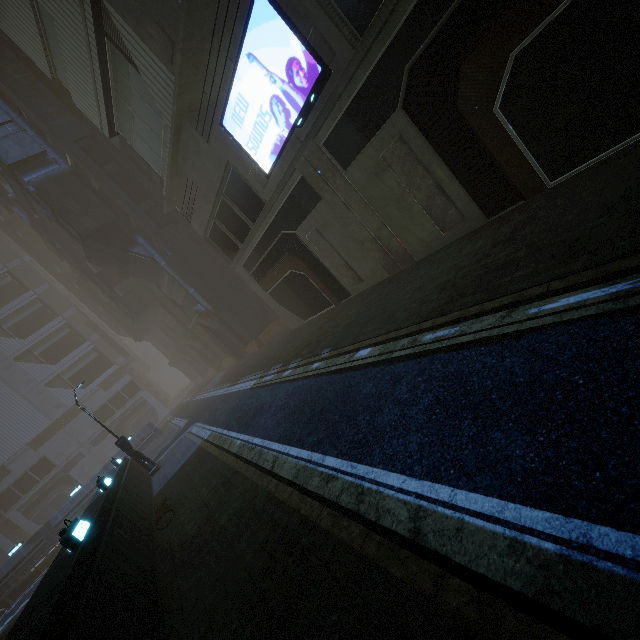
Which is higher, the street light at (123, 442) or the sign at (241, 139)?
the sign at (241, 139)

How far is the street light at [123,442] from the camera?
18.7m

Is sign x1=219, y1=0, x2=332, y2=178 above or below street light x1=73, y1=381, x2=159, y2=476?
above

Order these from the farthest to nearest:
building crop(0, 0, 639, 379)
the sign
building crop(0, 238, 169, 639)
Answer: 1. the sign
2. building crop(0, 0, 639, 379)
3. building crop(0, 238, 169, 639)

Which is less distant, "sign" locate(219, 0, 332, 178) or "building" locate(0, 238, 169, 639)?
"building" locate(0, 238, 169, 639)

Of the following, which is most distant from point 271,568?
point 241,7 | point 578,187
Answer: point 241,7

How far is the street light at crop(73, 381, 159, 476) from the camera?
18.7 meters

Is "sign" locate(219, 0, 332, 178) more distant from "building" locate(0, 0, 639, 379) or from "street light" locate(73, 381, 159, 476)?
"street light" locate(73, 381, 159, 476)
